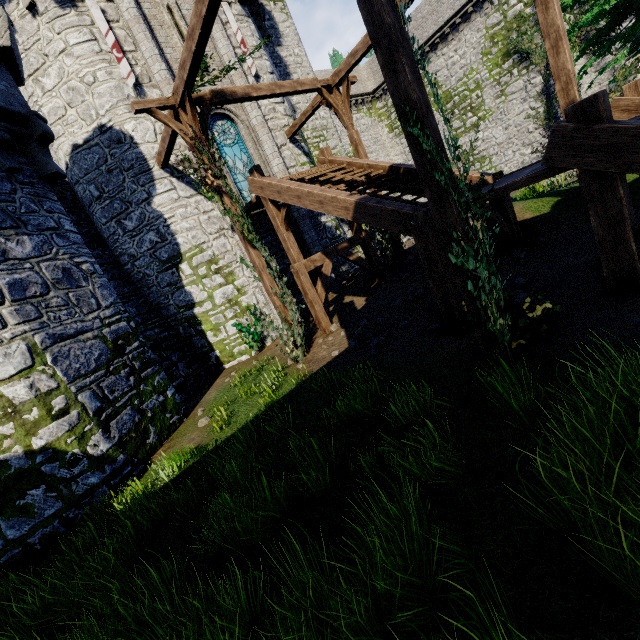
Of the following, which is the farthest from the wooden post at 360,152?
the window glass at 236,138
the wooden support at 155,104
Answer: the wooden support at 155,104

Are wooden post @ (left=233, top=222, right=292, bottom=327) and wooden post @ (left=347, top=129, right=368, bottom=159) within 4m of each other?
no

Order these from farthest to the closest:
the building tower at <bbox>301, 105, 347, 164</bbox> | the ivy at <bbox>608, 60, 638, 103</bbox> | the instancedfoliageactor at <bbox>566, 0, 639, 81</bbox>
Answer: the ivy at <bbox>608, 60, 638, 103</bbox>
the building tower at <bbox>301, 105, 347, 164</bbox>
the instancedfoliageactor at <bbox>566, 0, 639, 81</bbox>

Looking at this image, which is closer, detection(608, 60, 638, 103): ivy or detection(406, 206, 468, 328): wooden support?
detection(406, 206, 468, 328): wooden support

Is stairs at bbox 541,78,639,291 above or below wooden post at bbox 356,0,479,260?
below

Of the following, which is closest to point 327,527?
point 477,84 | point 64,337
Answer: point 64,337

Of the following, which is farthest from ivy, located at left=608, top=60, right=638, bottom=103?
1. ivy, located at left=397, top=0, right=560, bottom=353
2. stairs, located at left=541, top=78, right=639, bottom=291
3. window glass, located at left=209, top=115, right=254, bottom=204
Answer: stairs, located at left=541, top=78, right=639, bottom=291

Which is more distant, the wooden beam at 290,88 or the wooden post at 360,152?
the wooden post at 360,152
